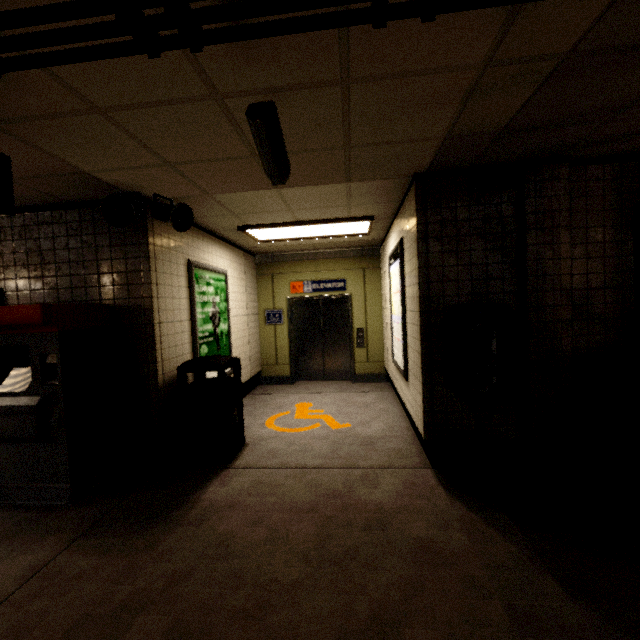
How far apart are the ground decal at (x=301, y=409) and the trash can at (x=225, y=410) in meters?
0.6

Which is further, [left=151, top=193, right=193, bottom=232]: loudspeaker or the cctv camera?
[left=151, top=193, right=193, bottom=232]: loudspeaker

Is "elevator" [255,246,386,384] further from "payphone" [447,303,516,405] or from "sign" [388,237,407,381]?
"payphone" [447,303,516,405]

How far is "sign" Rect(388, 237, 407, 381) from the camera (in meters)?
3.97

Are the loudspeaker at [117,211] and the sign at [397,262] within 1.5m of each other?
no

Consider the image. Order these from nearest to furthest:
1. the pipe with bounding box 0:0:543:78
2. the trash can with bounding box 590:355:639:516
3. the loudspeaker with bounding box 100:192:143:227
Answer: the pipe with bounding box 0:0:543:78 < the trash can with bounding box 590:355:639:516 < the loudspeaker with bounding box 100:192:143:227

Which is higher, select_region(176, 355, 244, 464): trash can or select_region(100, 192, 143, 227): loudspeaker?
select_region(100, 192, 143, 227): loudspeaker

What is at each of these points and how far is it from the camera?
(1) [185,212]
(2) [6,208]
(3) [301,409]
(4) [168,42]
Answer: (1) loudspeaker, 3.41m
(2) sign, 2.13m
(3) ground decal, 5.50m
(4) pipe, 1.41m
